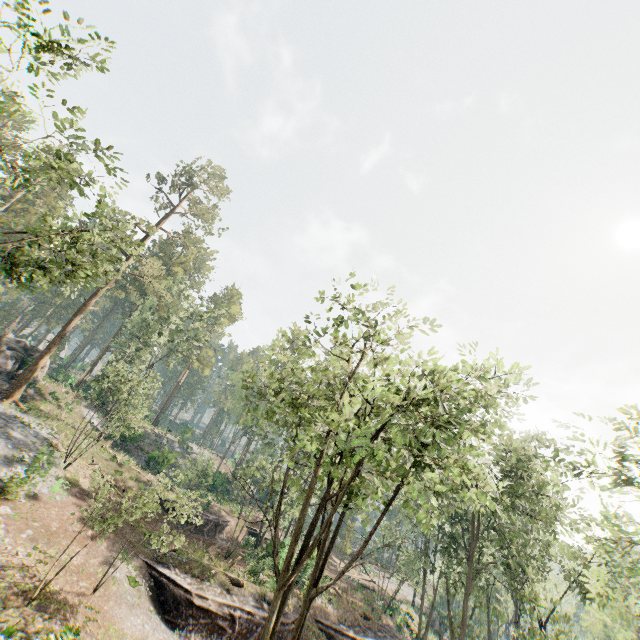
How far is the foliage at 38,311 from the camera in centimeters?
5794cm

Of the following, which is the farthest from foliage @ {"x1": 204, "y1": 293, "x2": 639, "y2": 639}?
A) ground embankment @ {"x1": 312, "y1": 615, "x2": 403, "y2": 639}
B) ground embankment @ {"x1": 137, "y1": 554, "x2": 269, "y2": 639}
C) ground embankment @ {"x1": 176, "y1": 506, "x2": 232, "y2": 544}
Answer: ground embankment @ {"x1": 137, "y1": 554, "x2": 269, "y2": 639}

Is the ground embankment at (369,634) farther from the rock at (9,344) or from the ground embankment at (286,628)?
the rock at (9,344)

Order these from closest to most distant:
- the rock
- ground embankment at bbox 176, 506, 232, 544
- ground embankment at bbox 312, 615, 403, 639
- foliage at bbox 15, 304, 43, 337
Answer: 1. ground embankment at bbox 312, 615, 403, 639
2. the rock
3. ground embankment at bbox 176, 506, 232, 544
4. foliage at bbox 15, 304, 43, 337

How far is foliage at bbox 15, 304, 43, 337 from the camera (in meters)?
57.94

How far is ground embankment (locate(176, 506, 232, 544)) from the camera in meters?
31.4

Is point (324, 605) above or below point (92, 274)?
below

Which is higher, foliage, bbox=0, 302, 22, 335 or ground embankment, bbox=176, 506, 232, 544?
foliage, bbox=0, 302, 22, 335
